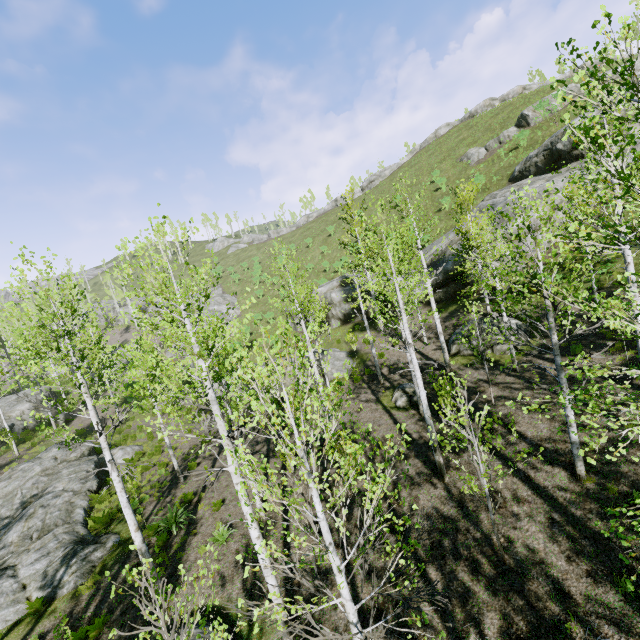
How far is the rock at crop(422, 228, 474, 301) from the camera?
22.67m

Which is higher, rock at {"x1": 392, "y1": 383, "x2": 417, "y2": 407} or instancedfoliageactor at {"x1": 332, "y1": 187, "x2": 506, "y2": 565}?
instancedfoliageactor at {"x1": 332, "y1": 187, "x2": 506, "y2": 565}

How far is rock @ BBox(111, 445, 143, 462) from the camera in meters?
21.0 m

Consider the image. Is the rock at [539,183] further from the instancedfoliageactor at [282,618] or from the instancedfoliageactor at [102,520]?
the instancedfoliageactor at [102,520]

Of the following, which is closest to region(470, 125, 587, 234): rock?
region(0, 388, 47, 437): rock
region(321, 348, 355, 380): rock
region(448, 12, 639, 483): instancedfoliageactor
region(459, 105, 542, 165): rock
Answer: region(321, 348, 355, 380): rock

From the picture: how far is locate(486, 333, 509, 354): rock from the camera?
16.0m

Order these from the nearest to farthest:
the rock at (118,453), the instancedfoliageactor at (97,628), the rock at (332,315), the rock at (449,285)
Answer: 1. the instancedfoliageactor at (97,628)
2. the rock at (118,453)
3. the rock at (449,285)
4. the rock at (332,315)

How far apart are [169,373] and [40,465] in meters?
21.2
